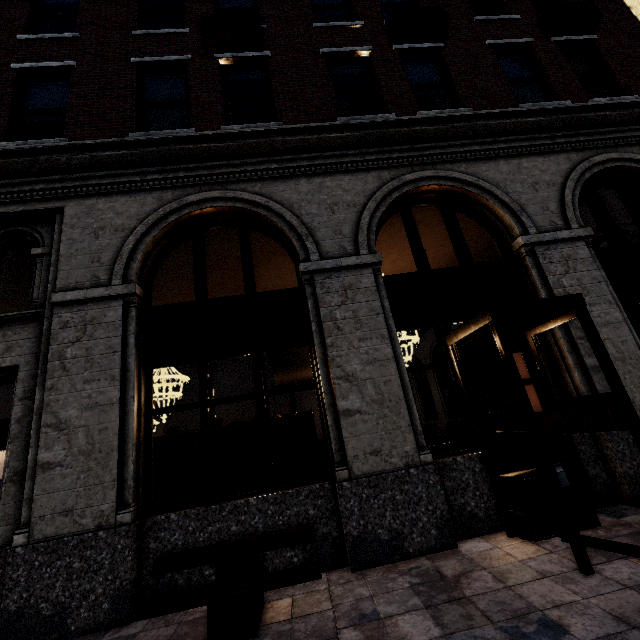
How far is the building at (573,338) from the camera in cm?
499

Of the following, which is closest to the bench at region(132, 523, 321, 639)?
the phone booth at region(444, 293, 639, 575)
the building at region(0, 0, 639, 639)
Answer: the building at region(0, 0, 639, 639)

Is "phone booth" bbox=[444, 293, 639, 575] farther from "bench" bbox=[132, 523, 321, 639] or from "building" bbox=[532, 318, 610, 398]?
"bench" bbox=[132, 523, 321, 639]

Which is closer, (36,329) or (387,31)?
(36,329)

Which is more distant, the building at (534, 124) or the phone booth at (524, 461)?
the building at (534, 124)

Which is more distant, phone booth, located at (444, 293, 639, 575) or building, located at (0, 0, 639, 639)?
building, located at (0, 0, 639, 639)

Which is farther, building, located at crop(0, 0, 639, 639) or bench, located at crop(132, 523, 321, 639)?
building, located at crop(0, 0, 639, 639)
